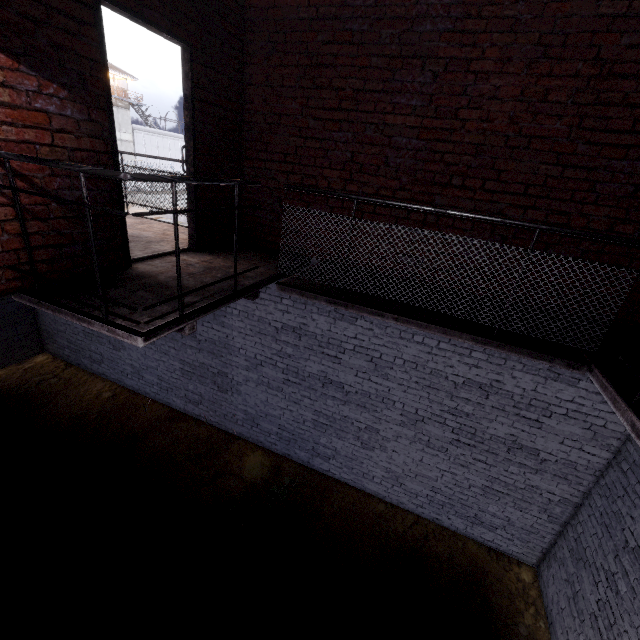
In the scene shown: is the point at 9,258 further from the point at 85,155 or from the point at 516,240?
the point at 516,240

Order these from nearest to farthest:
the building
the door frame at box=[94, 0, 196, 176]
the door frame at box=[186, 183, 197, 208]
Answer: the door frame at box=[94, 0, 196, 176] < the door frame at box=[186, 183, 197, 208] < the building

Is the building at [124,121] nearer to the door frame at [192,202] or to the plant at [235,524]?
the door frame at [192,202]

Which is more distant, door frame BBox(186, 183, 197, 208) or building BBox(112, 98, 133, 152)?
building BBox(112, 98, 133, 152)

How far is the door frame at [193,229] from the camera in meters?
4.1

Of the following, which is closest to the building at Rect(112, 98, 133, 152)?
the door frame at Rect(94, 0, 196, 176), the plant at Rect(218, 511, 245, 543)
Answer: the door frame at Rect(94, 0, 196, 176)

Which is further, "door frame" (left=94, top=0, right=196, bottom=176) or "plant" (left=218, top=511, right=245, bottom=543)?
"plant" (left=218, top=511, right=245, bottom=543)
